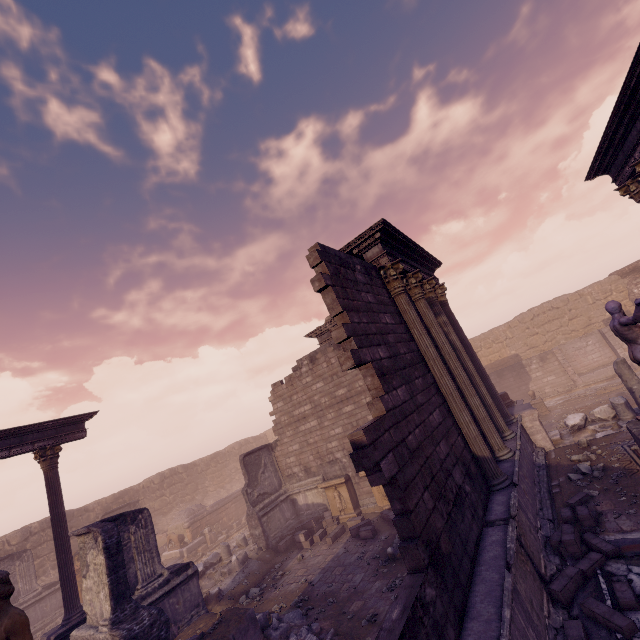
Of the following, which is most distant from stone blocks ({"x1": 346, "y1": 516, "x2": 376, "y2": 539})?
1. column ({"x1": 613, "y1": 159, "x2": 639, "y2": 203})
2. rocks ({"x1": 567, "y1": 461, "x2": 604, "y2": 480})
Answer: column ({"x1": 613, "y1": 159, "x2": 639, "y2": 203})

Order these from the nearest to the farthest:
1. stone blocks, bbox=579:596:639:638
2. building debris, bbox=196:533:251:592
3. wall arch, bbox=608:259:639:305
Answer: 1. stone blocks, bbox=579:596:639:638
2. building debris, bbox=196:533:251:592
3. wall arch, bbox=608:259:639:305

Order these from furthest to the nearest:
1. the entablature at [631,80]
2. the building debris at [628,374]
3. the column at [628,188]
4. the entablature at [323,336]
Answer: the entablature at [323,336]
the building debris at [628,374]
the column at [628,188]
the entablature at [631,80]

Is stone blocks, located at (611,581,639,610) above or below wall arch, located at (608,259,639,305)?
below

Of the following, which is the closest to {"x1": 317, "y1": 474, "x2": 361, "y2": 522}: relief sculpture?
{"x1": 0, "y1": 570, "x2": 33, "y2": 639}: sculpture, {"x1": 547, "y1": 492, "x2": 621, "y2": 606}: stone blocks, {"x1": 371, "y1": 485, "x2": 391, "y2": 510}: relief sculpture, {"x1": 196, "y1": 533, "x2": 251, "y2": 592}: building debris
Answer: {"x1": 371, "y1": 485, "x2": 391, "y2": 510}: relief sculpture

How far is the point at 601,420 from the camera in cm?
1090

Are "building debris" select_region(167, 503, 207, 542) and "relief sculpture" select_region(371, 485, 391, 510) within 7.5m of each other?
no

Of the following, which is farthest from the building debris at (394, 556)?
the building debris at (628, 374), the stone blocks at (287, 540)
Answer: the building debris at (628, 374)
